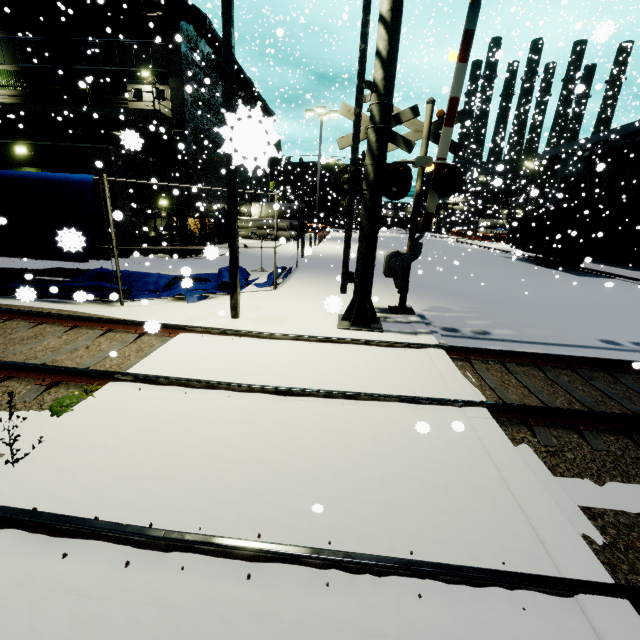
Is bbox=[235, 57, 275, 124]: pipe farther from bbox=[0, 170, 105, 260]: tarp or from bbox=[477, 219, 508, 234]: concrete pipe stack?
bbox=[477, 219, 508, 234]: concrete pipe stack

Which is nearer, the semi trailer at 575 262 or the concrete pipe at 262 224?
the semi trailer at 575 262

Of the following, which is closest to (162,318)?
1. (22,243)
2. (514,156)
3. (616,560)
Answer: (22,243)

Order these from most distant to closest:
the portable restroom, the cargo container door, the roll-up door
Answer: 1. the roll-up door
2. the portable restroom
3. the cargo container door

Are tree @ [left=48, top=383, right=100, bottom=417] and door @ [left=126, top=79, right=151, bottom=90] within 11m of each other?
no

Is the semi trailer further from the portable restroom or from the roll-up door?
the portable restroom

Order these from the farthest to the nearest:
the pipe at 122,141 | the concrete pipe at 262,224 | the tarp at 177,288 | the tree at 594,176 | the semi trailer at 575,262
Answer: the concrete pipe at 262,224
the semi trailer at 575,262
the tree at 594,176
the pipe at 122,141
the tarp at 177,288

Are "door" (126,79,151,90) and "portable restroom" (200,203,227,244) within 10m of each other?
yes
